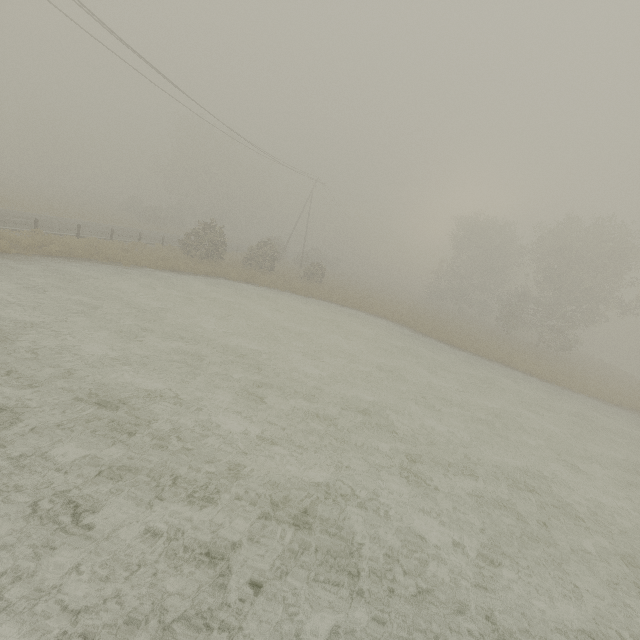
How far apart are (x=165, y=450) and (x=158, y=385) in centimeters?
268cm
